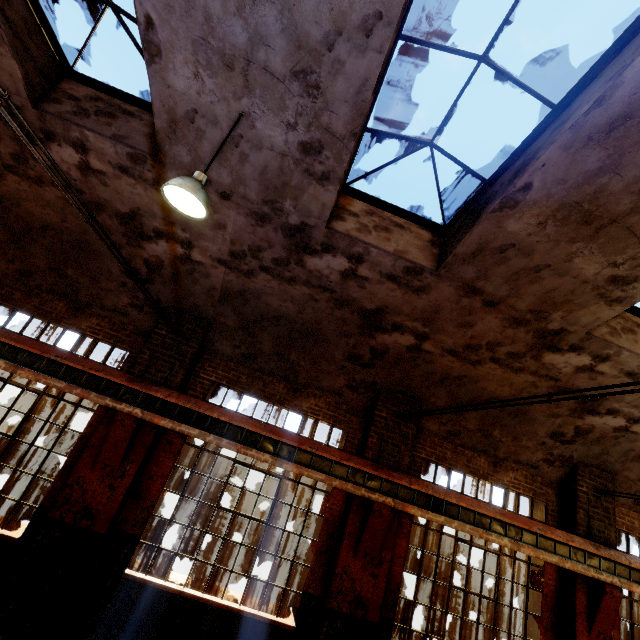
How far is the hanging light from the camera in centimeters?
353cm

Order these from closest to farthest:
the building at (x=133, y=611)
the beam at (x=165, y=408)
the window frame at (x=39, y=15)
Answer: the window frame at (x=39, y=15) < the building at (x=133, y=611) < the beam at (x=165, y=408)

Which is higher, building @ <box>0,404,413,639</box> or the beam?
the beam

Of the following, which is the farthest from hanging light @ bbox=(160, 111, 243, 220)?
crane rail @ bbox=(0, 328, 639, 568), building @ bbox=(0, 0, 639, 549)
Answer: crane rail @ bbox=(0, 328, 639, 568)

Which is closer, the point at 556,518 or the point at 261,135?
the point at 261,135

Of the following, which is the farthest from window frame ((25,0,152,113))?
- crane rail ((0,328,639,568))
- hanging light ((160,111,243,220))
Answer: crane rail ((0,328,639,568))

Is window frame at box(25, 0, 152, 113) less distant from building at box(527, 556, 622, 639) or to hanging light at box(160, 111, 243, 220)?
building at box(527, 556, 622, 639)

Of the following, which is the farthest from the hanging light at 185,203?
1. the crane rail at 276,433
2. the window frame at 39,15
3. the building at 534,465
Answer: the crane rail at 276,433
